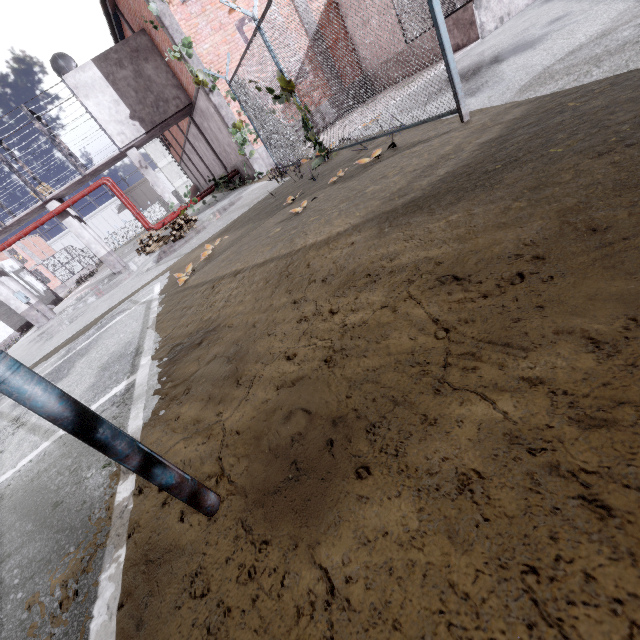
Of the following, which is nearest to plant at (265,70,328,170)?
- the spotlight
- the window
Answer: the spotlight

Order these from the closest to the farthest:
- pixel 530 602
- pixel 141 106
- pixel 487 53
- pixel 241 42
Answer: pixel 530 602
pixel 487 53
pixel 241 42
pixel 141 106

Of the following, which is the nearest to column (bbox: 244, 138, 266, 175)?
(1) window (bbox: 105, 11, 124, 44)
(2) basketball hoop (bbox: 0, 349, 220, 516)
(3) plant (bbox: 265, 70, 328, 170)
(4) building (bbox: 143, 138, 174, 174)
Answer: (1) window (bbox: 105, 11, 124, 44)

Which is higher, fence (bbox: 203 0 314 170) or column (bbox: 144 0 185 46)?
column (bbox: 144 0 185 46)

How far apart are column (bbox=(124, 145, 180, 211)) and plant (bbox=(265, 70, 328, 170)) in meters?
11.0 m

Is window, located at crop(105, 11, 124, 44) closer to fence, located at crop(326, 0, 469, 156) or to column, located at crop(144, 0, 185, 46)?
column, located at crop(144, 0, 185, 46)

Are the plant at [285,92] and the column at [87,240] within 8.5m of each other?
no

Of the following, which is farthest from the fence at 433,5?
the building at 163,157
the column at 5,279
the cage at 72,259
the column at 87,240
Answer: the column at 87,240
